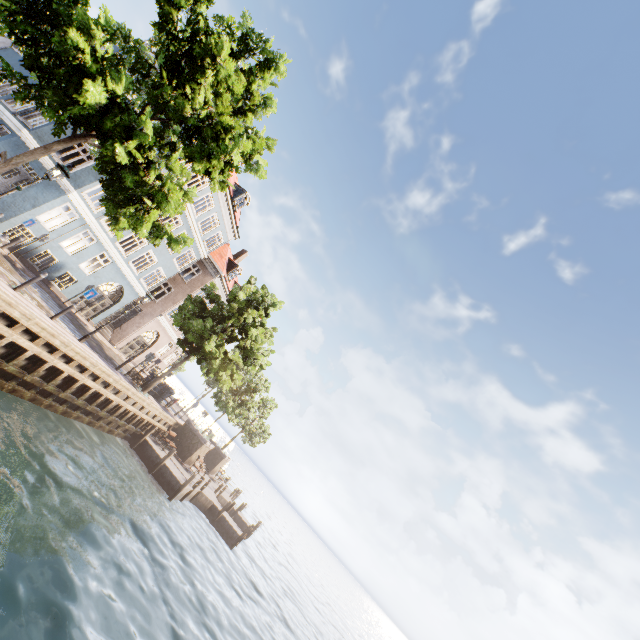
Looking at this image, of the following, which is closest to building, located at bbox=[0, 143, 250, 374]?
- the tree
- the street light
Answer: the tree

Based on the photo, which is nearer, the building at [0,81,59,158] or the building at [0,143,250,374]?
the building at [0,81,59,158]

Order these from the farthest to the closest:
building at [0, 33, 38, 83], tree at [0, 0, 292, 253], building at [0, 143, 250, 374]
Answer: building at [0, 33, 38, 83] < building at [0, 143, 250, 374] < tree at [0, 0, 292, 253]

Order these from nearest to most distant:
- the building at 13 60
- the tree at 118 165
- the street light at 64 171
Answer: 1. the tree at 118 165
2. the street light at 64 171
3. the building at 13 60

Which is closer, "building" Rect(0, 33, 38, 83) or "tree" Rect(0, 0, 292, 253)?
"tree" Rect(0, 0, 292, 253)

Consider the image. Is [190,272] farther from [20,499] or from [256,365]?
[20,499]

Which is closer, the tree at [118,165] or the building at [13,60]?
the tree at [118,165]
